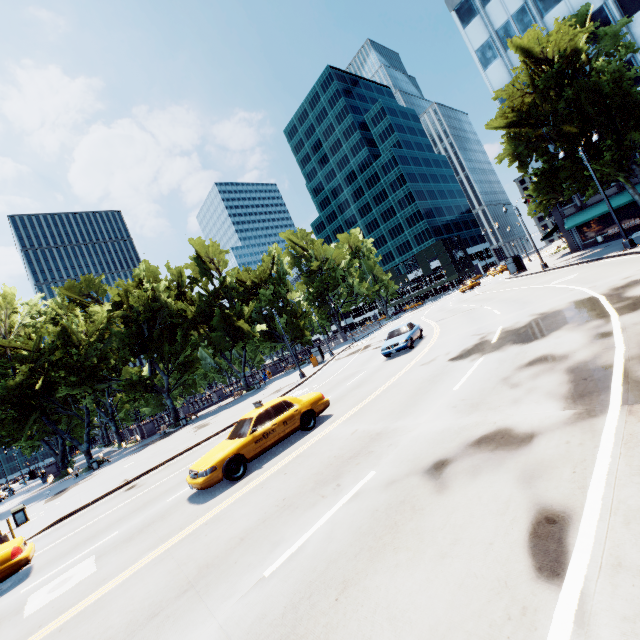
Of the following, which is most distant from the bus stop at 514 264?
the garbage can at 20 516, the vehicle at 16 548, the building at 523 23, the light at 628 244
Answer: the garbage can at 20 516

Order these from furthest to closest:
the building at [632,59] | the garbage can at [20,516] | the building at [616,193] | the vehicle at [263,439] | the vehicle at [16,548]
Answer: the building at [616,193]
the building at [632,59]
the garbage can at [20,516]
the vehicle at [263,439]
the vehicle at [16,548]

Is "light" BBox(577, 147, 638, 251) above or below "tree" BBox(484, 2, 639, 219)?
below

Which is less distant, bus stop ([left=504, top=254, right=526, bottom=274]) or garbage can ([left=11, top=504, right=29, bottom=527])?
garbage can ([left=11, top=504, right=29, bottom=527])

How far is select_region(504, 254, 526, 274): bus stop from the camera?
40.5 meters

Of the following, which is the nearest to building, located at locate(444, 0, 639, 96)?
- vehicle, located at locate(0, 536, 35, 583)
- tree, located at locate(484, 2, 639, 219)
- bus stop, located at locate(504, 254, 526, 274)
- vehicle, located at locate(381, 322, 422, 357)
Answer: tree, located at locate(484, 2, 639, 219)

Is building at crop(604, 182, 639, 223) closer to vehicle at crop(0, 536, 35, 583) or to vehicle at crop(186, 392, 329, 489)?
vehicle at crop(186, 392, 329, 489)

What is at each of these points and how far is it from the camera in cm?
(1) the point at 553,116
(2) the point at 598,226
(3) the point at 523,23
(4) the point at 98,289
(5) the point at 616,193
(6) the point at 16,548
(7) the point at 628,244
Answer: (1) tree, 2575
(2) building, 3369
(3) building, 3306
(4) tree, 4272
(5) building, 3180
(6) vehicle, 910
(7) light, 1939
